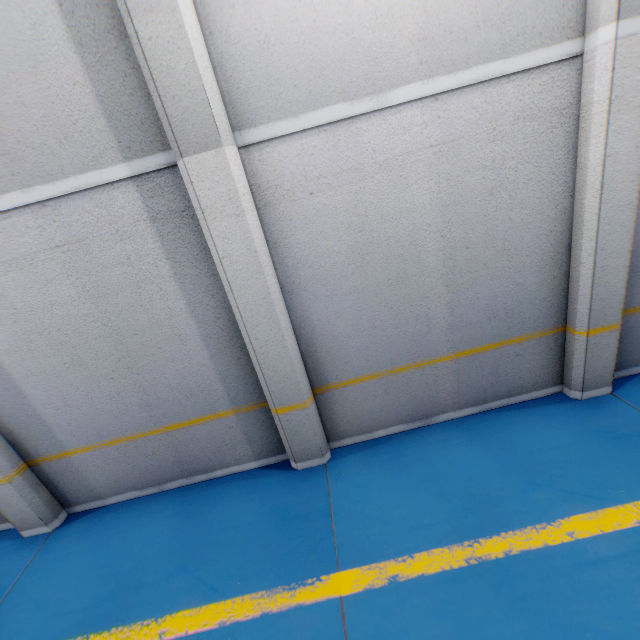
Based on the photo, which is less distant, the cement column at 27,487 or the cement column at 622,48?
the cement column at 622,48

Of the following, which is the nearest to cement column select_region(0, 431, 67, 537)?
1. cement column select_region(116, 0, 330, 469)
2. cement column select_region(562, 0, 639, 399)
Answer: cement column select_region(116, 0, 330, 469)

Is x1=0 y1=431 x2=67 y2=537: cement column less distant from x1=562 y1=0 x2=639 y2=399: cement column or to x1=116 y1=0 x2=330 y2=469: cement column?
x1=116 y1=0 x2=330 y2=469: cement column

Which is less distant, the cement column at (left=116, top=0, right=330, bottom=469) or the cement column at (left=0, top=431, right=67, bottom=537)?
the cement column at (left=116, top=0, right=330, bottom=469)

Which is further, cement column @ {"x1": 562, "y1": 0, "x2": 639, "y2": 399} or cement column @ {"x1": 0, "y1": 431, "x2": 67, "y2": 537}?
cement column @ {"x1": 0, "y1": 431, "x2": 67, "y2": 537}

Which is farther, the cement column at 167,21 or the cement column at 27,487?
the cement column at 27,487

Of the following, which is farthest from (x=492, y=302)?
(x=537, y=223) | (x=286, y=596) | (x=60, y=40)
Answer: (x=60, y=40)
